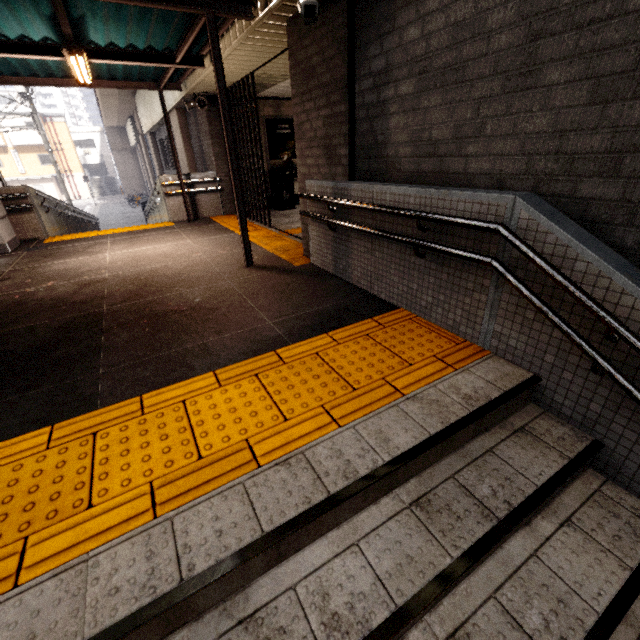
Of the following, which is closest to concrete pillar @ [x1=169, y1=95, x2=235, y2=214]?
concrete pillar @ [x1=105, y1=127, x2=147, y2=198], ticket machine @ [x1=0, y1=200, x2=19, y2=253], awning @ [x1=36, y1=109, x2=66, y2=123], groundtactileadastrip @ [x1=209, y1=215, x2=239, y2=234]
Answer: groundtactileadastrip @ [x1=209, y1=215, x2=239, y2=234]

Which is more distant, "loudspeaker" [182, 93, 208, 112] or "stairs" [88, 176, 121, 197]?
"stairs" [88, 176, 121, 197]

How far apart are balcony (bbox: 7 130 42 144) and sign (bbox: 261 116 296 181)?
40.6 meters

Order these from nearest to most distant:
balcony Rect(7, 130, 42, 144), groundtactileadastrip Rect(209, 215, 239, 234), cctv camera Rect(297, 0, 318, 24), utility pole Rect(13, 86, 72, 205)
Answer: cctv camera Rect(297, 0, 318, 24)
groundtactileadastrip Rect(209, 215, 239, 234)
utility pole Rect(13, 86, 72, 205)
balcony Rect(7, 130, 42, 144)

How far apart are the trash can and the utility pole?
13.52m

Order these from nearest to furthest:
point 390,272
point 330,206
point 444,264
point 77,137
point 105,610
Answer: point 105,610
point 444,264
point 390,272
point 330,206
point 77,137

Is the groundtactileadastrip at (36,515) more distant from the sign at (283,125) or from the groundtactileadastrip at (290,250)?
the sign at (283,125)

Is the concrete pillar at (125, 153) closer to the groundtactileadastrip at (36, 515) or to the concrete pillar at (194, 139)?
the concrete pillar at (194, 139)
